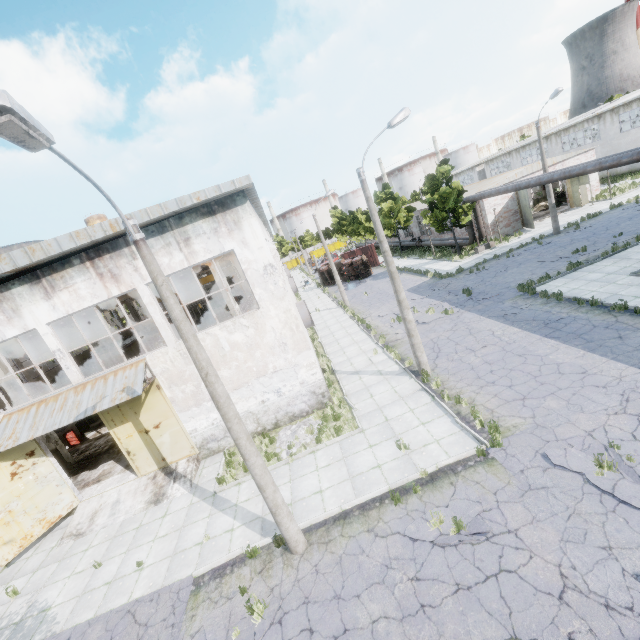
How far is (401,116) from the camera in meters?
11.6 m

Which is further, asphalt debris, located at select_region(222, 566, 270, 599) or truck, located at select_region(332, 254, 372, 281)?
truck, located at select_region(332, 254, 372, 281)

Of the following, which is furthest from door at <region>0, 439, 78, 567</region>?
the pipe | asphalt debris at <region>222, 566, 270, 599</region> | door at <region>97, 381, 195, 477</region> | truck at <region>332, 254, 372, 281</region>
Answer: truck at <region>332, 254, 372, 281</region>

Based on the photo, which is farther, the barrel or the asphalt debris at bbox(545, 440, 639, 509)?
the barrel

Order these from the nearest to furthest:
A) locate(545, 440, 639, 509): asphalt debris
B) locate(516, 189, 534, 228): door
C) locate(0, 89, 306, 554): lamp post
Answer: locate(0, 89, 306, 554): lamp post → locate(545, 440, 639, 509): asphalt debris → locate(516, 189, 534, 228): door

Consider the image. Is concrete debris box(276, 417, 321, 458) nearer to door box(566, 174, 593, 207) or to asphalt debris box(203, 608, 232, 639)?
asphalt debris box(203, 608, 232, 639)

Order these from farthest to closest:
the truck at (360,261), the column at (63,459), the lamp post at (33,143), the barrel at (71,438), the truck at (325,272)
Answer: the truck at (325,272)
the truck at (360,261)
the barrel at (71,438)
the column at (63,459)
the lamp post at (33,143)

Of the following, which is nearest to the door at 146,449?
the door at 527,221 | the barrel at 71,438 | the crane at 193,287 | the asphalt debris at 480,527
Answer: the asphalt debris at 480,527
